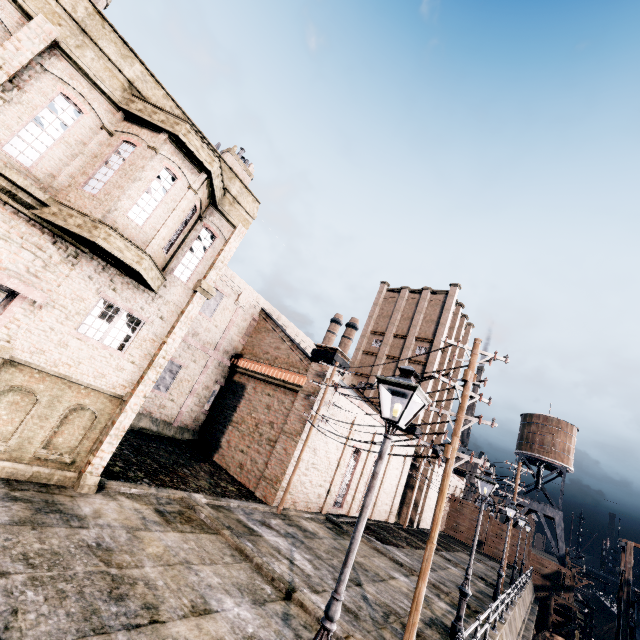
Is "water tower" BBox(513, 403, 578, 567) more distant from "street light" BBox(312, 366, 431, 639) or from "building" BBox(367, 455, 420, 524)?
"street light" BBox(312, 366, 431, 639)

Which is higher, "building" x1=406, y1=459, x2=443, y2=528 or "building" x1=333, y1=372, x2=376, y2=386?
"building" x1=333, y1=372, x2=376, y2=386

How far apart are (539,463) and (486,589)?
32.3 meters

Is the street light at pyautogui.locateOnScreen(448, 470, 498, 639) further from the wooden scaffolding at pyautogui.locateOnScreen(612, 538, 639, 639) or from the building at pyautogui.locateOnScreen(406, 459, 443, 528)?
the wooden scaffolding at pyautogui.locateOnScreen(612, 538, 639, 639)

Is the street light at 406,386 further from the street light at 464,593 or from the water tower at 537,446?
the water tower at 537,446

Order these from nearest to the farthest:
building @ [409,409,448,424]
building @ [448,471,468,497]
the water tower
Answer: building @ [409,409,448,424] → the water tower → building @ [448,471,468,497]

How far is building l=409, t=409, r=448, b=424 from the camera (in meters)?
36.44

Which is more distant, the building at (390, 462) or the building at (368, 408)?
the building at (390, 462)
